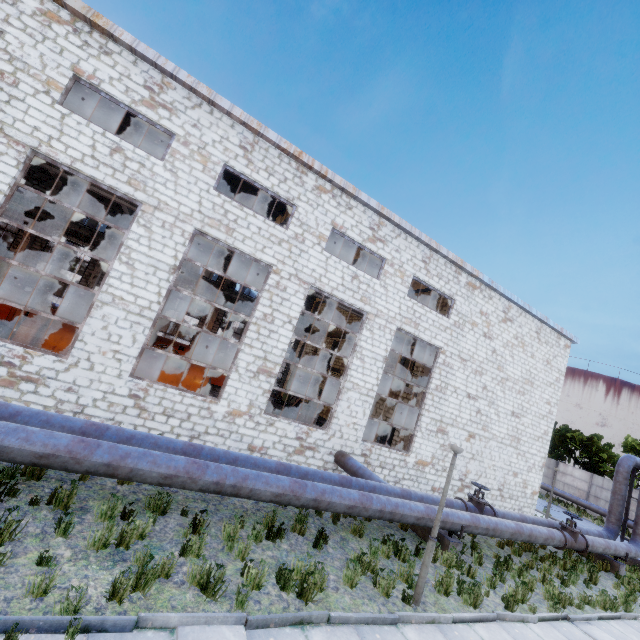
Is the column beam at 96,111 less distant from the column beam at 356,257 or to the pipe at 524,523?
the pipe at 524,523

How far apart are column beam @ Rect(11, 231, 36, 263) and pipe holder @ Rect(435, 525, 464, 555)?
→ 28.1m

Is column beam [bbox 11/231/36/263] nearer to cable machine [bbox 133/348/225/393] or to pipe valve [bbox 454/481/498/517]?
cable machine [bbox 133/348/225/393]

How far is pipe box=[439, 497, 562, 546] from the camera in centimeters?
962cm

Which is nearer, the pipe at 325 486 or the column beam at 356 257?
the pipe at 325 486

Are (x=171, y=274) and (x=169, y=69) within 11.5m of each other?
yes

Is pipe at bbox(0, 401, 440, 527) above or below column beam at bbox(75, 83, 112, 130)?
below

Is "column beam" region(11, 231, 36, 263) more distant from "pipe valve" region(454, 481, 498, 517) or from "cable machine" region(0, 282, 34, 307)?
"pipe valve" region(454, 481, 498, 517)
